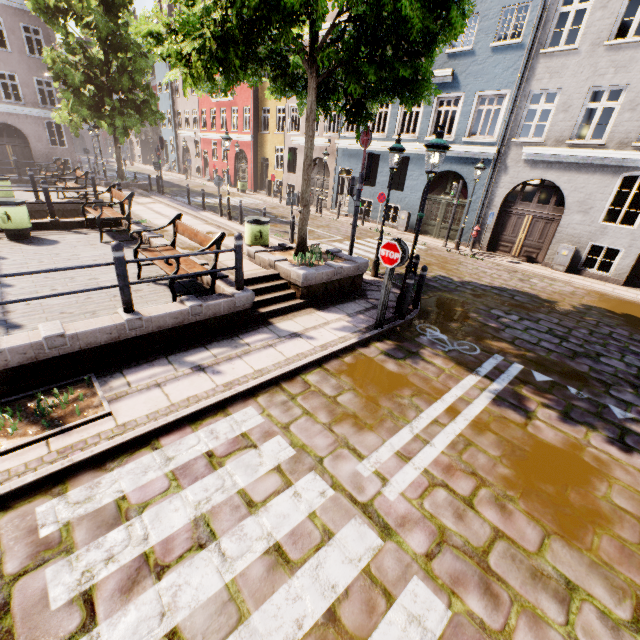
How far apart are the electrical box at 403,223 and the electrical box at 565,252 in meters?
7.2 m

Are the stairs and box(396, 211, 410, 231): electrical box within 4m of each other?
no

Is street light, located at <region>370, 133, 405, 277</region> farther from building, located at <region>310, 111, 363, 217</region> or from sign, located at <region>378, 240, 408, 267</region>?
building, located at <region>310, 111, 363, 217</region>

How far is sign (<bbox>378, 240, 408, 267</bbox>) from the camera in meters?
6.1 m

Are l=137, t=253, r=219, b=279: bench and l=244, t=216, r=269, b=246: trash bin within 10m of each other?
yes

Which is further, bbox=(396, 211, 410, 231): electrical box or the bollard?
bbox=(396, 211, 410, 231): electrical box

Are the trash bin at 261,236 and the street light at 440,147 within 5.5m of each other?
yes

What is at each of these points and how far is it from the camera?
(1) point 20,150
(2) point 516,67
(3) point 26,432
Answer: (1) building, 24.2m
(2) building, 13.0m
(3) tree planter, 3.8m
